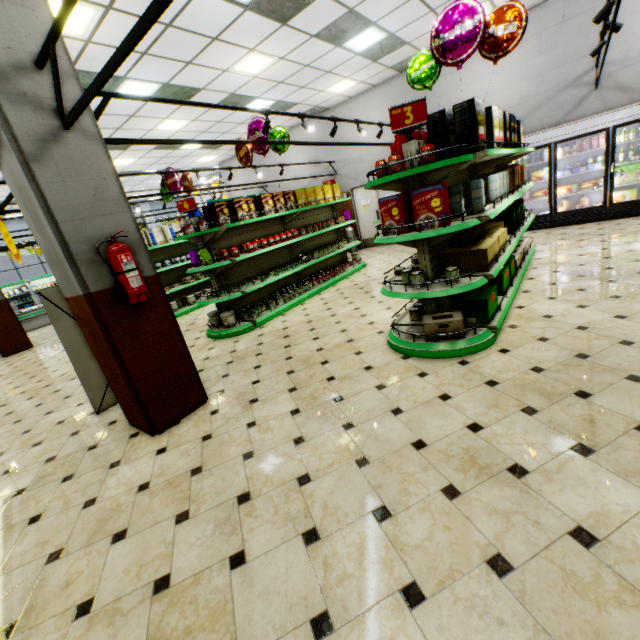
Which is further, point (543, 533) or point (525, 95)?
point (525, 95)

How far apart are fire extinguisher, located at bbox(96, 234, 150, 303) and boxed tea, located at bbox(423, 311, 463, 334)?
2.8m

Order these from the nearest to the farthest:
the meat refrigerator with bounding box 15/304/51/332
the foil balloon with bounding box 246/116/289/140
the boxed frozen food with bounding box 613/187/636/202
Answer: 1. the foil balloon with bounding box 246/116/289/140
2. the boxed frozen food with bounding box 613/187/636/202
3. the meat refrigerator with bounding box 15/304/51/332

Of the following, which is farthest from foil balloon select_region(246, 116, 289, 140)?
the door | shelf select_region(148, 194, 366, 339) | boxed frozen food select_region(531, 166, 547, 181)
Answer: boxed frozen food select_region(531, 166, 547, 181)

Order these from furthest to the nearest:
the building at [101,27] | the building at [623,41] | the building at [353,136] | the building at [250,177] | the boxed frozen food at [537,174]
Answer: the building at [250,177] → the building at [353,136] → the boxed frozen food at [537,174] → the building at [623,41] → the building at [101,27]

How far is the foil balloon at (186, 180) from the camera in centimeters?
883cm

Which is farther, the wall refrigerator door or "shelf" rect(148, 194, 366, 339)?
the wall refrigerator door

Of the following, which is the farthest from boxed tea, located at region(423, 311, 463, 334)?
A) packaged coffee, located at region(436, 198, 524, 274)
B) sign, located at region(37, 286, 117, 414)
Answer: sign, located at region(37, 286, 117, 414)
